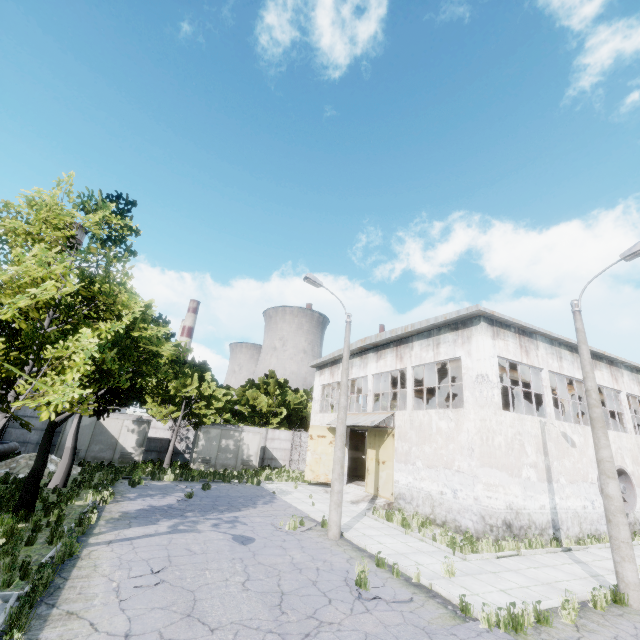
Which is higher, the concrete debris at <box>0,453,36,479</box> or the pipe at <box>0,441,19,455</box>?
the pipe at <box>0,441,19,455</box>

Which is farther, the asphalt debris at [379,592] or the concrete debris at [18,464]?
the concrete debris at [18,464]

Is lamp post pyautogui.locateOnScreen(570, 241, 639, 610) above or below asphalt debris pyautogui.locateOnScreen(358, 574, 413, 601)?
above

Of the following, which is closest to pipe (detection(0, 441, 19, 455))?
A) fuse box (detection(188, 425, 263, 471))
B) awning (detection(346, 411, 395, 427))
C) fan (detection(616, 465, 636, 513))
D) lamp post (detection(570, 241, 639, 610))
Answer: fuse box (detection(188, 425, 263, 471))

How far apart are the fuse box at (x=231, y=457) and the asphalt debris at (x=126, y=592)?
18.96m

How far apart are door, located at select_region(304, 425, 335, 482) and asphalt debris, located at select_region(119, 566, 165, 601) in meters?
16.4 m

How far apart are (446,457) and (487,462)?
2.2m

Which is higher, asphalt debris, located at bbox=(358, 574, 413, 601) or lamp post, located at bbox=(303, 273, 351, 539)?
lamp post, located at bbox=(303, 273, 351, 539)
